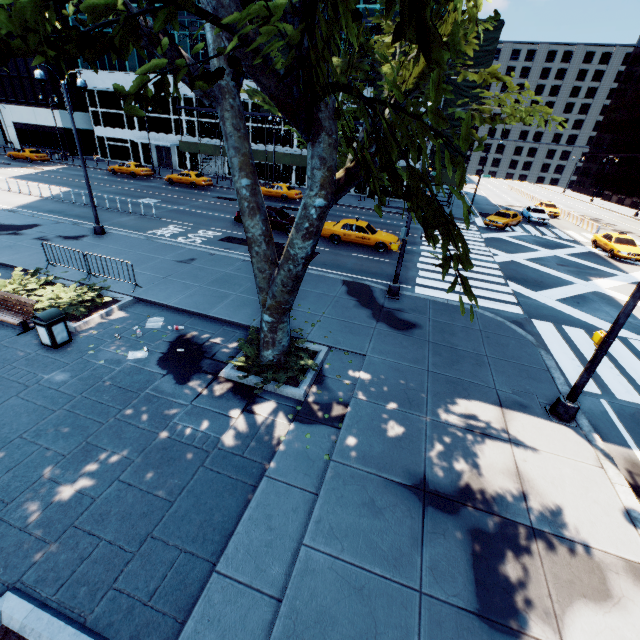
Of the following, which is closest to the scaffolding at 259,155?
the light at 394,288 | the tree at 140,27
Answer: the tree at 140,27

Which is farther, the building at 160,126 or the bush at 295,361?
the building at 160,126

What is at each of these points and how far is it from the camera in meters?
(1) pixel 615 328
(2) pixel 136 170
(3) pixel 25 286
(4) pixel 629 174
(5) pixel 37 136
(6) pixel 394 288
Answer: (1) light, 7.0
(2) vehicle, 37.0
(3) bush, 11.4
(4) building, 59.1
(5) building, 49.8
(6) light, 13.8

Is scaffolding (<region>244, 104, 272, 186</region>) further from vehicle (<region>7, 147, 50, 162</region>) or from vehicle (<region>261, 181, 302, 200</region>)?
vehicle (<region>7, 147, 50, 162</region>)

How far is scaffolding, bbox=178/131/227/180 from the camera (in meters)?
38.97

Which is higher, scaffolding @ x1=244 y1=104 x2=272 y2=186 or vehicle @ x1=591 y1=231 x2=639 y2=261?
scaffolding @ x1=244 y1=104 x2=272 y2=186

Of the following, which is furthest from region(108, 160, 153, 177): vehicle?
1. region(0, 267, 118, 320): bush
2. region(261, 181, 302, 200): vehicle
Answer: region(0, 267, 118, 320): bush

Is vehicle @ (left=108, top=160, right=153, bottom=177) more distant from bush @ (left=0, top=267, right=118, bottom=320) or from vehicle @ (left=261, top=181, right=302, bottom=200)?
bush @ (left=0, top=267, right=118, bottom=320)
